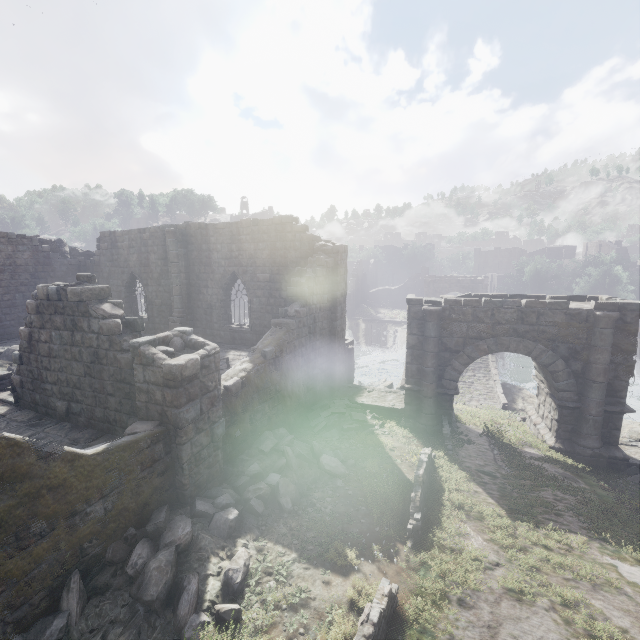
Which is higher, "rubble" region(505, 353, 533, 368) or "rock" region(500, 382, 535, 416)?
"rock" region(500, 382, 535, 416)

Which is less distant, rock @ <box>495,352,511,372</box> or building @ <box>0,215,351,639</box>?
building @ <box>0,215,351,639</box>

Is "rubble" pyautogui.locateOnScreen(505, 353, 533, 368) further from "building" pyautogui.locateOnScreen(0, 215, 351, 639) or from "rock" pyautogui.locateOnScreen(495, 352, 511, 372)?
"building" pyautogui.locateOnScreen(0, 215, 351, 639)

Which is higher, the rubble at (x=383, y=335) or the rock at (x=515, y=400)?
the rock at (x=515, y=400)

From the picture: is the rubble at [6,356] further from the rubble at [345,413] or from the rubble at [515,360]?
the rubble at [515,360]

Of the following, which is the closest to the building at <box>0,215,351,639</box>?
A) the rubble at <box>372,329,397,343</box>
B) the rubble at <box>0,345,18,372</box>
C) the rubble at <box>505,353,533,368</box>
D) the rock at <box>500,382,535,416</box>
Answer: the rubble at <box>0,345,18,372</box>

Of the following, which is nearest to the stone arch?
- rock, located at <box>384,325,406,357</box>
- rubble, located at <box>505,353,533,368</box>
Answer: rock, located at <box>384,325,406,357</box>

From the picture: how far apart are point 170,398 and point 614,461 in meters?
15.0 m
